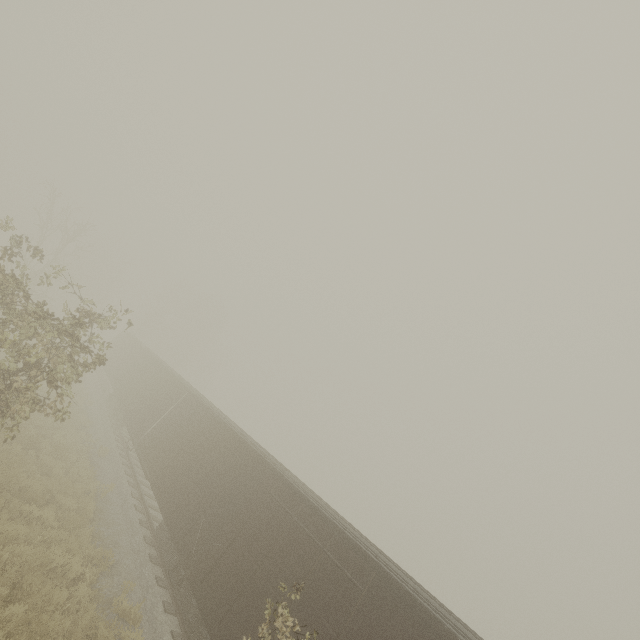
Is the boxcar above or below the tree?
below

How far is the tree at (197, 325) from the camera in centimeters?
4984cm

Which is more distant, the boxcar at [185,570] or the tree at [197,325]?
the tree at [197,325]

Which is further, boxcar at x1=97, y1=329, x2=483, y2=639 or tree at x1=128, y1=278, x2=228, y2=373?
tree at x1=128, y1=278, x2=228, y2=373

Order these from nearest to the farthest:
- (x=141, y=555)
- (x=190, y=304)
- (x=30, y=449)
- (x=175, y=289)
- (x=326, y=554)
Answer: (x=326, y=554), (x=141, y=555), (x=30, y=449), (x=190, y=304), (x=175, y=289)

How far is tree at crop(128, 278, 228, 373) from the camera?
49.84m
